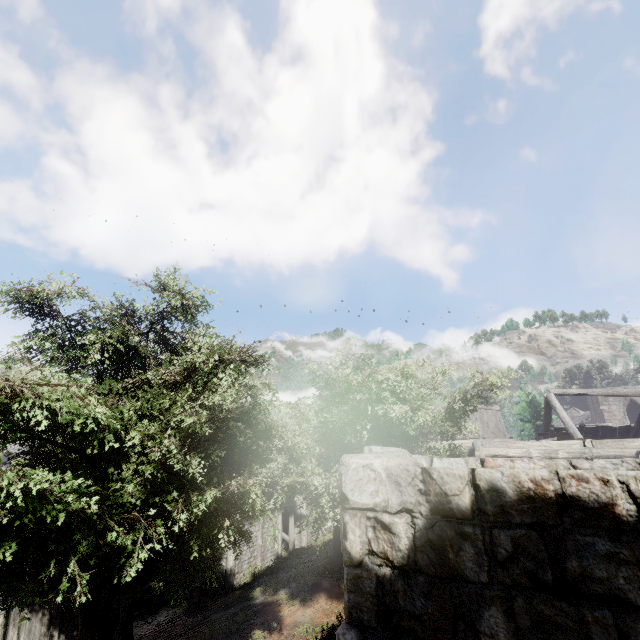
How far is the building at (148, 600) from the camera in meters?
17.0

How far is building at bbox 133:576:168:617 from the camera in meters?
17.0 m

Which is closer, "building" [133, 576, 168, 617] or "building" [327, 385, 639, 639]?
"building" [327, 385, 639, 639]

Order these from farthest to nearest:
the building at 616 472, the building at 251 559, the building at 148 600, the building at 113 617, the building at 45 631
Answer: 1. the building at 251 559
2. the building at 148 600
3. the building at 113 617
4. the building at 45 631
5. the building at 616 472

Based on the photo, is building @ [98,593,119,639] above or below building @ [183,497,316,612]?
below

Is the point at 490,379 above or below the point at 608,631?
above
